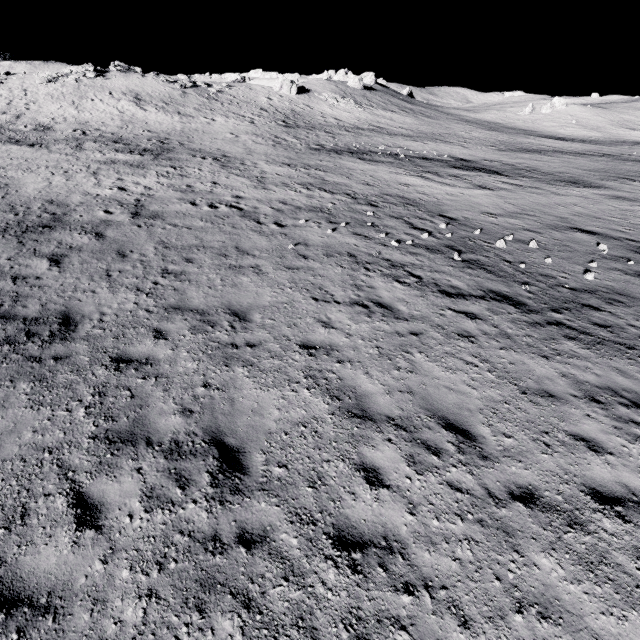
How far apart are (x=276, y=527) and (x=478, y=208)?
18.90m

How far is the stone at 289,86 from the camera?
51.72m

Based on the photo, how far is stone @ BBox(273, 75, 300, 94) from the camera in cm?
5172
